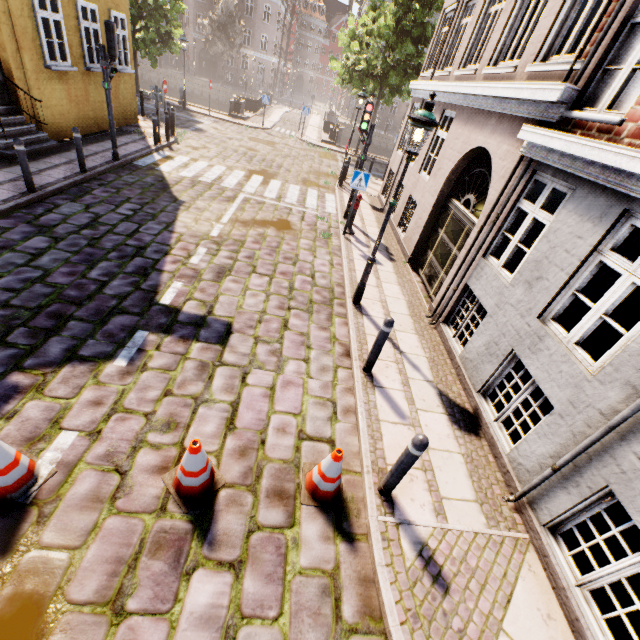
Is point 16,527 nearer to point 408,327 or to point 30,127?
point 408,327

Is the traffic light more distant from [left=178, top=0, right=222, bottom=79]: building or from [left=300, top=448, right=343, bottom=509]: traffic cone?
[left=178, top=0, right=222, bottom=79]: building

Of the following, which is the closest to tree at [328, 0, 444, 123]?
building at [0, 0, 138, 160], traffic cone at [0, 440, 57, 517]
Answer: building at [0, 0, 138, 160]

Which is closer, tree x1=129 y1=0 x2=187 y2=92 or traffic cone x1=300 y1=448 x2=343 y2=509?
traffic cone x1=300 y1=448 x2=343 y2=509

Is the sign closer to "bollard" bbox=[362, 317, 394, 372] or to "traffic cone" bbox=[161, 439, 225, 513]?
"bollard" bbox=[362, 317, 394, 372]

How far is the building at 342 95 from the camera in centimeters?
4847cm

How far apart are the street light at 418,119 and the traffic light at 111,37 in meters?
8.9

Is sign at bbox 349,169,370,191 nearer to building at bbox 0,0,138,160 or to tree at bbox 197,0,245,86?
tree at bbox 197,0,245,86
